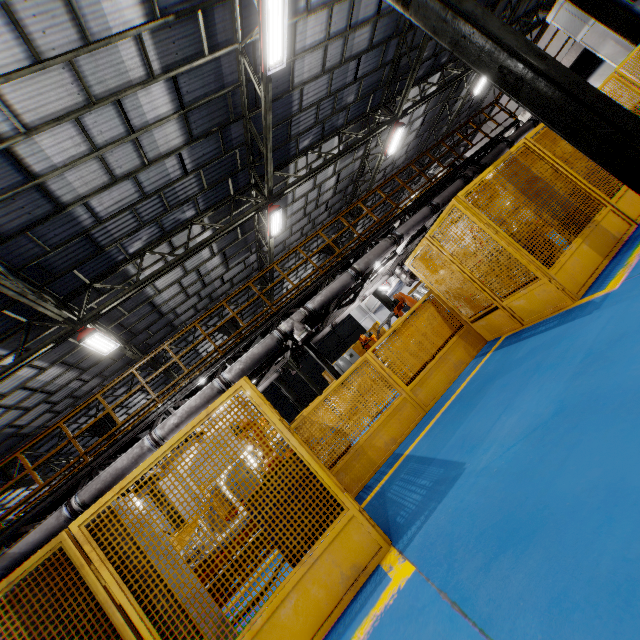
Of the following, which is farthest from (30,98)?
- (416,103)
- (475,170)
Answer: (416,103)

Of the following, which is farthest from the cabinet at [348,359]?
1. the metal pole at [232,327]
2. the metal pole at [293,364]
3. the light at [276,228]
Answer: the light at [276,228]

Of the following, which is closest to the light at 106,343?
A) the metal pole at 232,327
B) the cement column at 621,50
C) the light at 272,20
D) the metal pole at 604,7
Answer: the metal pole at 232,327

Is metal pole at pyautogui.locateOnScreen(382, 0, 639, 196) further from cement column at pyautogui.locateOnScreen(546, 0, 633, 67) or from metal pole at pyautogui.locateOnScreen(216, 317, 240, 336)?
metal pole at pyautogui.locateOnScreen(216, 317, 240, 336)

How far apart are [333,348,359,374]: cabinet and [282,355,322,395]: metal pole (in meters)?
4.99

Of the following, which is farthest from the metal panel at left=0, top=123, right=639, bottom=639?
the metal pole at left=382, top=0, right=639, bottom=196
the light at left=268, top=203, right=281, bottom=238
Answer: the light at left=268, top=203, right=281, bottom=238

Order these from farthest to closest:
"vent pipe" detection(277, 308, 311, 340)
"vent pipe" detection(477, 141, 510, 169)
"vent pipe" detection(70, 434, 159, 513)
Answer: "vent pipe" detection(477, 141, 510, 169) < "vent pipe" detection(277, 308, 311, 340) < "vent pipe" detection(70, 434, 159, 513)

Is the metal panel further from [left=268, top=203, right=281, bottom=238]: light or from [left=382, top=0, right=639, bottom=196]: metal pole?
[left=268, top=203, right=281, bottom=238]: light
